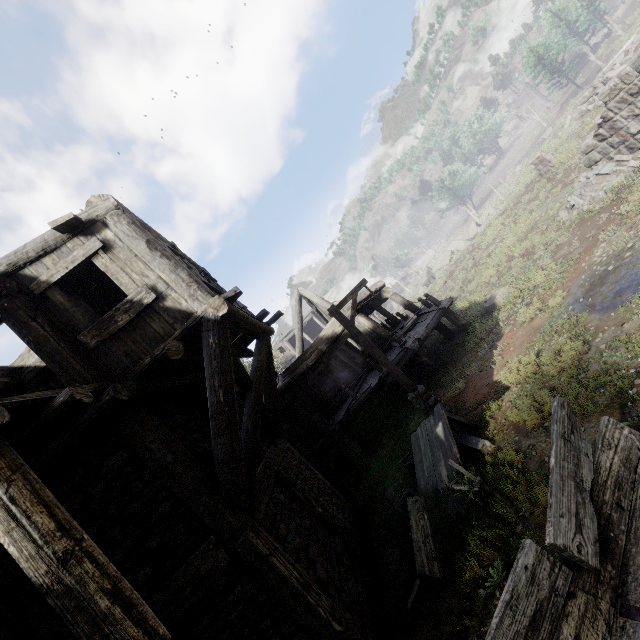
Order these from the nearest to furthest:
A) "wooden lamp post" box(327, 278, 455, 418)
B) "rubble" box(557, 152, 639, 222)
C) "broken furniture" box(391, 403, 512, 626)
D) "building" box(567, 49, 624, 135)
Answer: "broken furniture" box(391, 403, 512, 626) → "wooden lamp post" box(327, 278, 455, 418) → "rubble" box(557, 152, 639, 222) → "building" box(567, 49, 624, 135)

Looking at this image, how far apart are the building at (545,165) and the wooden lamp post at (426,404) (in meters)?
16.88

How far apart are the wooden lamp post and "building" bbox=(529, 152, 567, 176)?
16.88m

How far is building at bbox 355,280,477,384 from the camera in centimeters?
1320cm

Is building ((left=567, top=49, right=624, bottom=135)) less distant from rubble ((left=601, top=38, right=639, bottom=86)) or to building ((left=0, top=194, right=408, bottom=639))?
rubble ((left=601, top=38, right=639, bottom=86))

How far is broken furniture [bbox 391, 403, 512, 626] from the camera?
4.9 meters

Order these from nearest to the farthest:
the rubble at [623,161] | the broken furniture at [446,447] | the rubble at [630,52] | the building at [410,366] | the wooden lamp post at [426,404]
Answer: the broken furniture at [446,447], the wooden lamp post at [426,404], the rubble at [623,161], the building at [410,366], the rubble at [630,52]

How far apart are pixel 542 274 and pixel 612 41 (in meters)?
58.35
